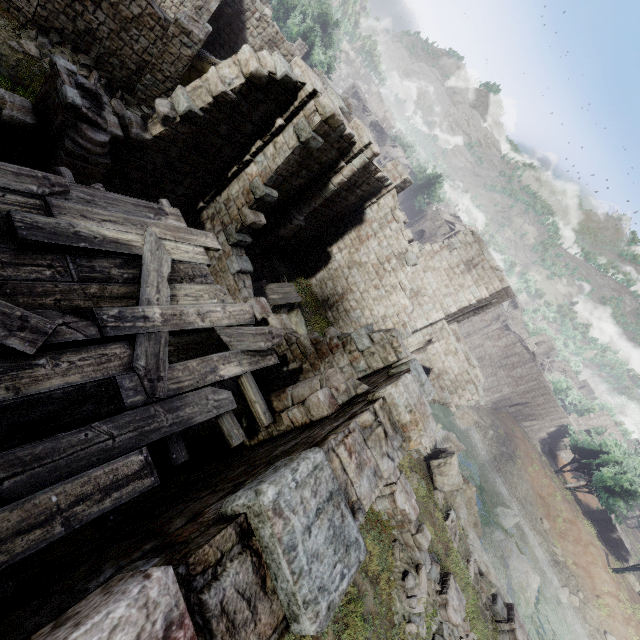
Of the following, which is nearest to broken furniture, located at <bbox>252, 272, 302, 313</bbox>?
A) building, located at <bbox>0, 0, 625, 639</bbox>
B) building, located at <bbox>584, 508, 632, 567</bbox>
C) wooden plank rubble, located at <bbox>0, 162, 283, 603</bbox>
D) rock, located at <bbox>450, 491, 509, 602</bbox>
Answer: building, located at <bbox>0, 0, 625, 639</bbox>

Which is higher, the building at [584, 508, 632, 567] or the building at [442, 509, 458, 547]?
the building at [584, 508, 632, 567]

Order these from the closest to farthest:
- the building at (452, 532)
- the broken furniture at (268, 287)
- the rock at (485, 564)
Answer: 1. the broken furniture at (268, 287)
2. the building at (452, 532)
3. the rock at (485, 564)

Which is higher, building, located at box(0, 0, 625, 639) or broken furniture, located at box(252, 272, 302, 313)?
building, located at box(0, 0, 625, 639)

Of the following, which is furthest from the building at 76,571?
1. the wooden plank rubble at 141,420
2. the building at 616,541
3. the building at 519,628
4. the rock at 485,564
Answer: the building at 616,541

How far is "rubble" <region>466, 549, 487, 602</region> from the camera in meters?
17.1 m

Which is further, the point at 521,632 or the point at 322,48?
the point at 322,48

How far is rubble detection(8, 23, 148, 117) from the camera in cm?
1289
